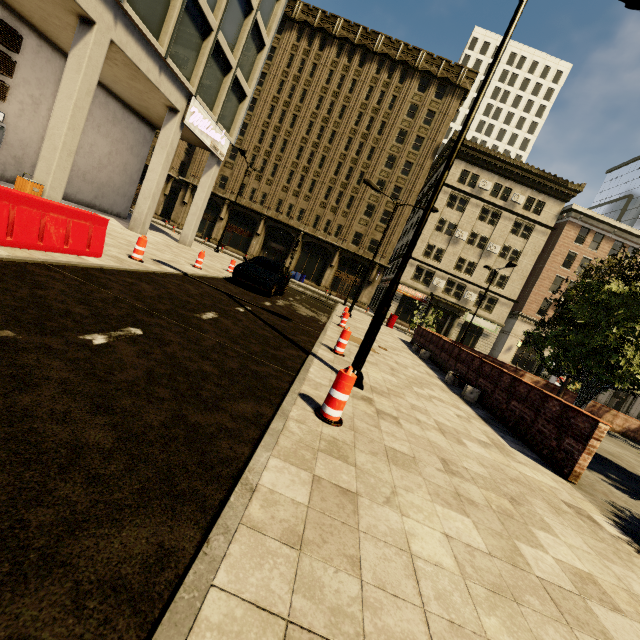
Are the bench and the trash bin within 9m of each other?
no

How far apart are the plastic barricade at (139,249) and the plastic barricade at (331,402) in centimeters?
737cm

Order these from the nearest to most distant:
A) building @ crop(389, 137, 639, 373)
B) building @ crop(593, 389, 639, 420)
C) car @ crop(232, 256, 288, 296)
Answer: car @ crop(232, 256, 288, 296) < building @ crop(389, 137, 639, 373) < building @ crop(593, 389, 639, 420)

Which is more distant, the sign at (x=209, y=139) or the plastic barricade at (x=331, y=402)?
the sign at (x=209, y=139)

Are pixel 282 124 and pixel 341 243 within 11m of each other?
no

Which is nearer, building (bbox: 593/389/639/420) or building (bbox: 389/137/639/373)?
building (bbox: 389/137/639/373)

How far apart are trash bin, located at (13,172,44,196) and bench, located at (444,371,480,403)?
14.7 meters

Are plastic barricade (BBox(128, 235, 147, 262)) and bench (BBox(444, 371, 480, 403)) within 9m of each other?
no
